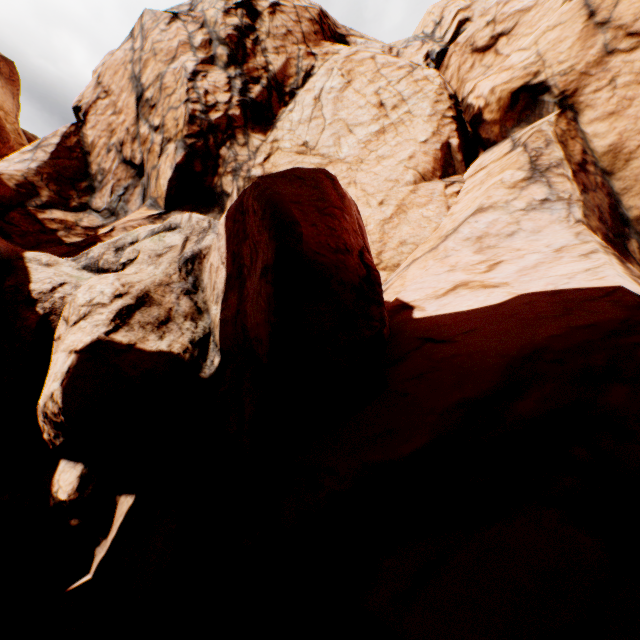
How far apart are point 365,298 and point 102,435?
5.5m
